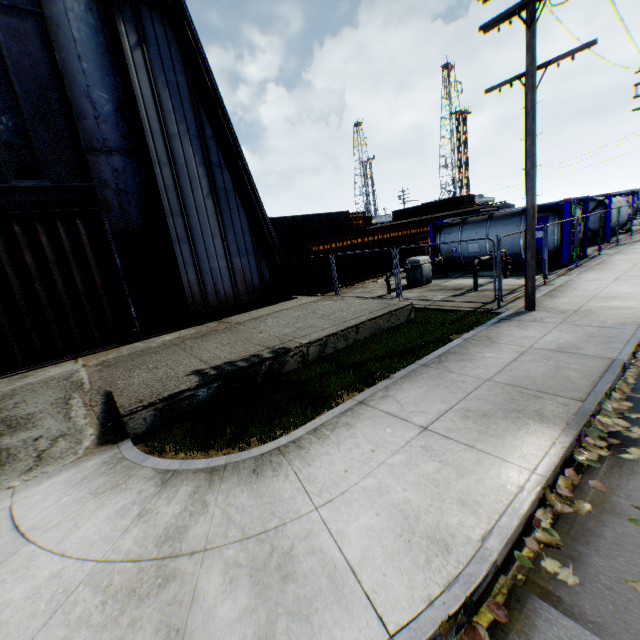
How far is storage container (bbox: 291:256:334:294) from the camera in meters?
17.3 m

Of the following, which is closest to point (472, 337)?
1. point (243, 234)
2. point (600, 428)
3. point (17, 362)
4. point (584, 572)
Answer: point (600, 428)

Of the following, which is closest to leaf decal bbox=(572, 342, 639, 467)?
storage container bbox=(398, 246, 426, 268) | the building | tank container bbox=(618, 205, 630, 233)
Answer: the building

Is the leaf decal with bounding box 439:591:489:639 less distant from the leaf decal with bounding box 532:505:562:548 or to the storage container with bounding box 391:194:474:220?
→ the leaf decal with bounding box 532:505:562:548

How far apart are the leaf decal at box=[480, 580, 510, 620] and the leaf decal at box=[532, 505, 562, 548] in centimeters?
42cm

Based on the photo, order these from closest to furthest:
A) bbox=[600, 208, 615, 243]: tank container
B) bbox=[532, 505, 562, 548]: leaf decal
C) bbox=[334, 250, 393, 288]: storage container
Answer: bbox=[532, 505, 562, 548]: leaf decal
bbox=[334, 250, 393, 288]: storage container
bbox=[600, 208, 615, 243]: tank container

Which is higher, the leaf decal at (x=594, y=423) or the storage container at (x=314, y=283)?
the storage container at (x=314, y=283)

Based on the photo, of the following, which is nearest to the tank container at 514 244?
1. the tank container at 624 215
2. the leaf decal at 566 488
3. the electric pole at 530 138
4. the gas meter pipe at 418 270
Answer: the gas meter pipe at 418 270
